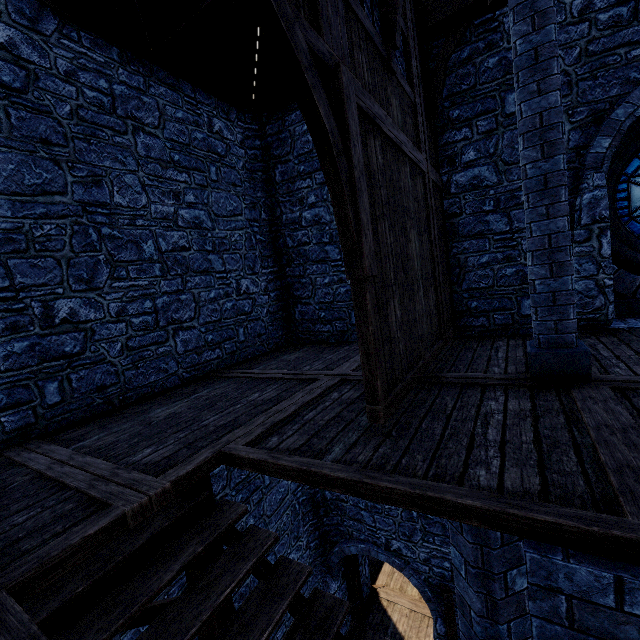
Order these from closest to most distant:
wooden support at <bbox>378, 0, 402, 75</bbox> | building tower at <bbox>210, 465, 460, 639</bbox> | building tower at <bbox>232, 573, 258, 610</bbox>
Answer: wooden support at <bbox>378, 0, 402, 75</bbox> → building tower at <bbox>232, 573, 258, 610</bbox> → building tower at <bbox>210, 465, 460, 639</bbox>

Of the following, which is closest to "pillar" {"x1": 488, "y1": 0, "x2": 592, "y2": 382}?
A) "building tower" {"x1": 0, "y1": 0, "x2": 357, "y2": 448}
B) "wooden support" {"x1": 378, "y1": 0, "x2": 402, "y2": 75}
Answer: "wooden support" {"x1": 378, "y1": 0, "x2": 402, "y2": 75}

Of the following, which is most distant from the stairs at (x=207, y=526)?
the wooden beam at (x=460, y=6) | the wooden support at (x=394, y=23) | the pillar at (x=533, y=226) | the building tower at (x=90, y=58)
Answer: the wooden beam at (x=460, y=6)

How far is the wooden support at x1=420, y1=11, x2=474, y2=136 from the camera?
5.3 meters

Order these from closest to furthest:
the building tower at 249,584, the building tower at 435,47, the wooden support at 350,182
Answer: the wooden support at 350,182, the building tower at 435,47, the building tower at 249,584

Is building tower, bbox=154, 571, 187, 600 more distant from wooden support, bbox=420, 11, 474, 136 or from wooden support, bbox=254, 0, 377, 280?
wooden support, bbox=254, 0, 377, 280

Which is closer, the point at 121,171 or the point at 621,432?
the point at 621,432

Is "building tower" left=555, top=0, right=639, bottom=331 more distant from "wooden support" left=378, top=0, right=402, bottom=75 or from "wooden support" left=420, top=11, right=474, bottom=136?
"wooden support" left=378, top=0, right=402, bottom=75
